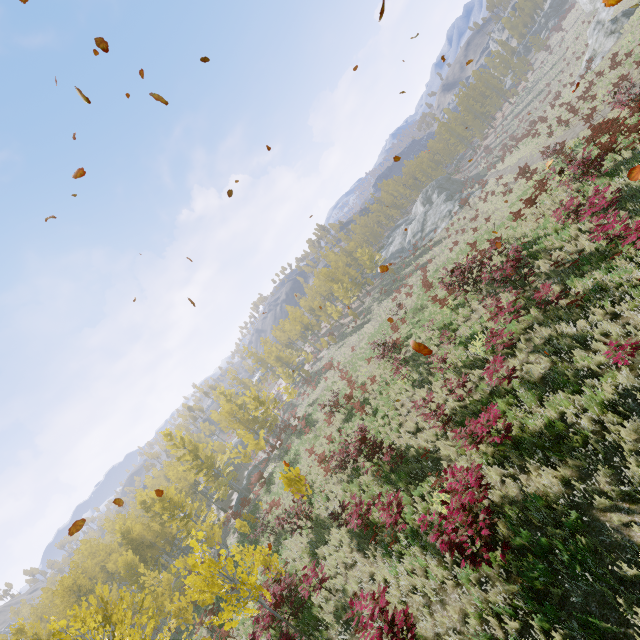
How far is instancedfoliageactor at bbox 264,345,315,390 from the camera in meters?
49.9

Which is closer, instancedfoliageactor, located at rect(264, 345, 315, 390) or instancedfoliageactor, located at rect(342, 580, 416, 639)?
instancedfoliageactor, located at rect(342, 580, 416, 639)

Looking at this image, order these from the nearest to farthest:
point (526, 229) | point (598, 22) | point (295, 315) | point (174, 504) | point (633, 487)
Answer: point (633, 487)
point (526, 229)
point (174, 504)
point (598, 22)
point (295, 315)

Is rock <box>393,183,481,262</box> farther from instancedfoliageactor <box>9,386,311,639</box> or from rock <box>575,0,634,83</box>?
rock <box>575,0,634,83</box>

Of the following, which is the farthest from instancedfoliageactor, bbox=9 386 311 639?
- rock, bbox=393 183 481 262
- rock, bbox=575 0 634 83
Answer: rock, bbox=575 0 634 83

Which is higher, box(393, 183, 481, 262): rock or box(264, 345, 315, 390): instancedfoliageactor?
box(264, 345, 315, 390): instancedfoliageactor

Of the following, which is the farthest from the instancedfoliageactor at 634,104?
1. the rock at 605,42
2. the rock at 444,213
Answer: the rock at 605,42
